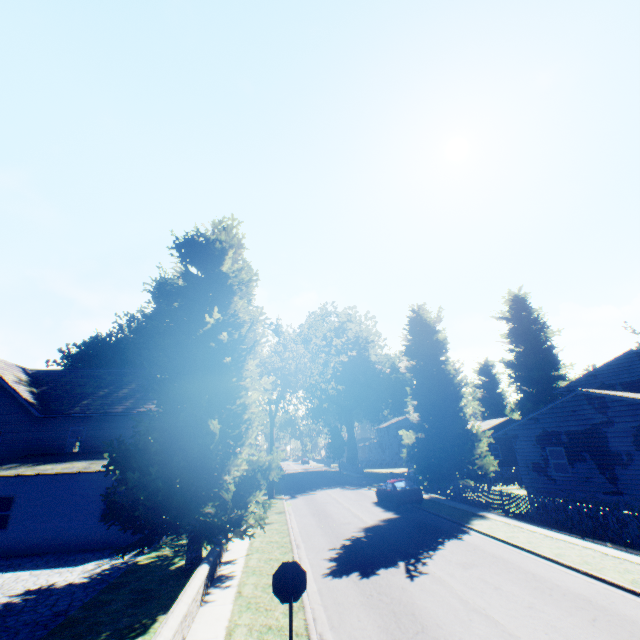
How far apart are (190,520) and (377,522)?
11.9m

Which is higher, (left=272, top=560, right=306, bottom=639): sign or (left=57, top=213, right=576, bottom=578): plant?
(left=57, top=213, right=576, bottom=578): plant

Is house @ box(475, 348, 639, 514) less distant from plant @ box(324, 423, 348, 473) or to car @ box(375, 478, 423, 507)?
plant @ box(324, 423, 348, 473)

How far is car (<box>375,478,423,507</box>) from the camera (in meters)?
21.78

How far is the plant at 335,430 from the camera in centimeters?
5231cm

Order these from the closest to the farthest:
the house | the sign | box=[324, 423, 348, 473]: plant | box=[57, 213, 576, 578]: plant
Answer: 1. the sign
2. box=[57, 213, 576, 578]: plant
3. the house
4. box=[324, 423, 348, 473]: plant

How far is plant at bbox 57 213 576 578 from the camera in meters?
11.8

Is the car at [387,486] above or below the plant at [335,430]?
below
